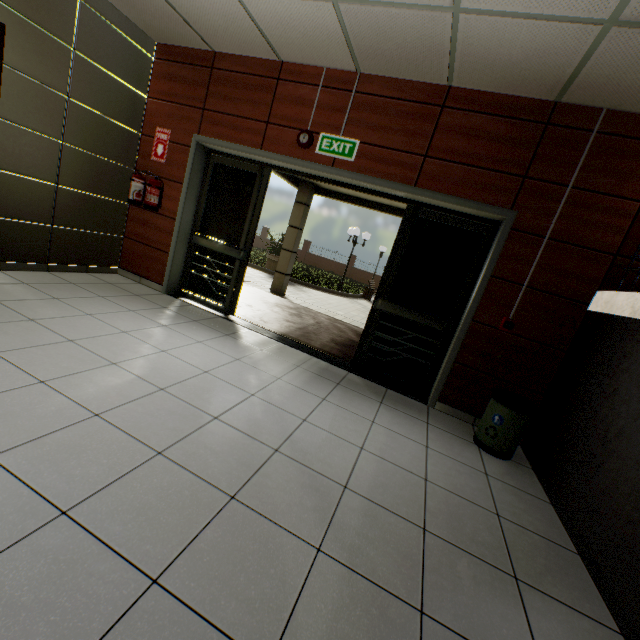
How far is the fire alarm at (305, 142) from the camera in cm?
379

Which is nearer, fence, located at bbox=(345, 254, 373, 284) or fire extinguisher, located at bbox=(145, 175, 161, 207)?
fire extinguisher, located at bbox=(145, 175, 161, 207)

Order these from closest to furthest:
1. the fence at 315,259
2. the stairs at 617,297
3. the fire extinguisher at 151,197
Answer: the stairs at 617,297 → the fire extinguisher at 151,197 → the fence at 315,259

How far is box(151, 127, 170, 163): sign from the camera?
4.52m

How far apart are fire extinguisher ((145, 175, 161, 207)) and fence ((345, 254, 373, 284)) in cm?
2405

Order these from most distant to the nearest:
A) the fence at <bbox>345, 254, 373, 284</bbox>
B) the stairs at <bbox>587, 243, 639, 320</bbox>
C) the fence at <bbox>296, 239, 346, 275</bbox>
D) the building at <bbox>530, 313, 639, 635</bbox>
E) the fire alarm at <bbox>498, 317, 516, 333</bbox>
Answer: the fence at <bbox>296, 239, 346, 275</bbox> < the fence at <bbox>345, 254, 373, 284</bbox> < the fire alarm at <bbox>498, 317, 516, 333</bbox> < the stairs at <bbox>587, 243, 639, 320</bbox> < the building at <bbox>530, 313, 639, 635</bbox>

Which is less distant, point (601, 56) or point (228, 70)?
point (601, 56)

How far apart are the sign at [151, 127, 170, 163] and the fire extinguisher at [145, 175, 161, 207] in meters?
0.2 m
